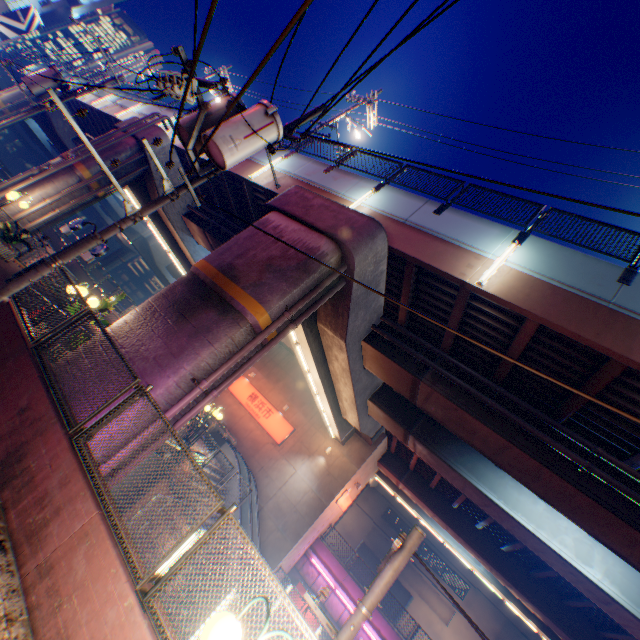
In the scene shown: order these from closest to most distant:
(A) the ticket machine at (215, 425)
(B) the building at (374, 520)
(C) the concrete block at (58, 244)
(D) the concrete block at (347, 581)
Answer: (A) the ticket machine at (215, 425) → (D) the concrete block at (347, 581) → (C) the concrete block at (58, 244) → (B) the building at (374, 520)

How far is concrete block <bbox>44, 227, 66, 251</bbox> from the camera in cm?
2889

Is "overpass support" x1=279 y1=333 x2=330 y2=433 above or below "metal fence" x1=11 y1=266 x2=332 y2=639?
above

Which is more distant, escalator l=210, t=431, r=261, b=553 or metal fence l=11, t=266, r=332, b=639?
escalator l=210, t=431, r=261, b=553

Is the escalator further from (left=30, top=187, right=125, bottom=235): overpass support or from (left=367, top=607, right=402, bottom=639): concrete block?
(left=367, top=607, right=402, bottom=639): concrete block

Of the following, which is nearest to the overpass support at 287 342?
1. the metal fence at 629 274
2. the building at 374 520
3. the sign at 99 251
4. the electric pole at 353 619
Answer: the metal fence at 629 274

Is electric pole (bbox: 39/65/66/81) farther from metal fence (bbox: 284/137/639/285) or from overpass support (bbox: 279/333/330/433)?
overpass support (bbox: 279/333/330/433)

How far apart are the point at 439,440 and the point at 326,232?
10.87m
